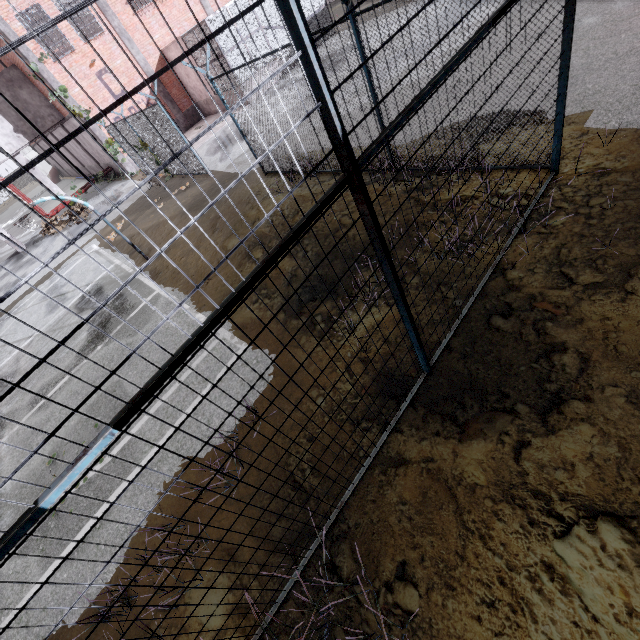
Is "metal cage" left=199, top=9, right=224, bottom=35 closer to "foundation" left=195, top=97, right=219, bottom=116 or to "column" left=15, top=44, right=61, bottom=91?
"foundation" left=195, top=97, right=219, bottom=116

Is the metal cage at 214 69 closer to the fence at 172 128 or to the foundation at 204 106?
the foundation at 204 106

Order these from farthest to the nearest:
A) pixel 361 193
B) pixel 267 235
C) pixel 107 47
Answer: pixel 107 47 → pixel 267 235 → pixel 361 193

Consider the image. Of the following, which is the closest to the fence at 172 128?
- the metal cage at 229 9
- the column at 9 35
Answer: the column at 9 35

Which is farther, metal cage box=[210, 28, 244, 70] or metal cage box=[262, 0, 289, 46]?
metal cage box=[262, 0, 289, 46]

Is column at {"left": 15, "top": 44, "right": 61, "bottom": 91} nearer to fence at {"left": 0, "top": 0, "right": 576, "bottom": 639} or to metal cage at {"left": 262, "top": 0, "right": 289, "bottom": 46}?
fence at {"left": 0, "top": 0, "right": 576, "bottom": 639}

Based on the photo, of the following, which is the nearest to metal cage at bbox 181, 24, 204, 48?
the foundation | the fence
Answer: the foundation
